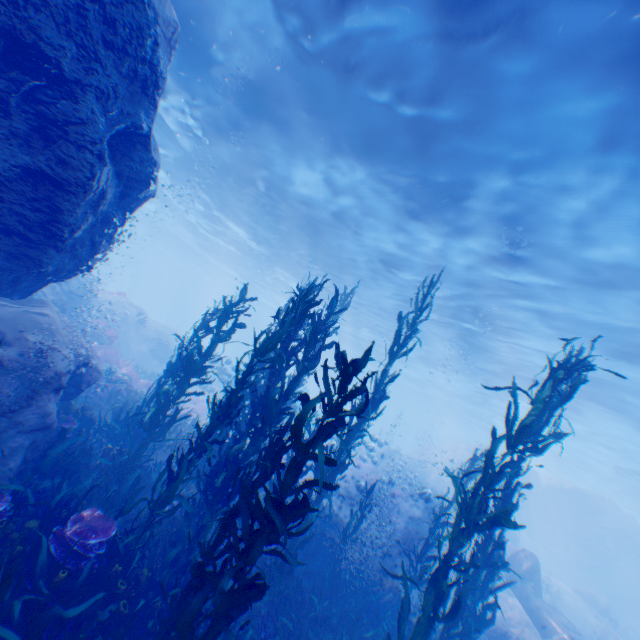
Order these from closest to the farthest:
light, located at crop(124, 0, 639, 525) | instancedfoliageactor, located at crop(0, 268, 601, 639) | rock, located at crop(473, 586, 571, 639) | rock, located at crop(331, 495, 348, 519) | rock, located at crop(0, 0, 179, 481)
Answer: instancedfoliageactor, located at crop(0, 268, 601, 639) → rock, located at crop(0, 0, 179, 481) → light, located at crop(124, 0, 639, 525) → rock, located at crop(473, 586, 571, 639) → rock, located at crop(331, 495, 348, 519)

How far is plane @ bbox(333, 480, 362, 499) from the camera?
18.8 meters

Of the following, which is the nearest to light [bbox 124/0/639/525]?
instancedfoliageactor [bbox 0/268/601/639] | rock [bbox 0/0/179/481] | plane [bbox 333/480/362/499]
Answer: rock [bbox 0/0/179/481]

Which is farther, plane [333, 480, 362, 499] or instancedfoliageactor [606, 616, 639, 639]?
instancedfoliageactor [606, 616, 639, 639]

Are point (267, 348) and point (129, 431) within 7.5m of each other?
yes

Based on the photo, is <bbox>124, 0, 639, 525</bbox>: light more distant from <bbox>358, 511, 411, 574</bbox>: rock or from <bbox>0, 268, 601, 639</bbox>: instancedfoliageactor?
<bbox>0, 268, 601, 639</bbox>: instancedfoliageactor

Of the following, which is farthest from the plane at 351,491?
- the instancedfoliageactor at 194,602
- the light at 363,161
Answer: the light at 363,161

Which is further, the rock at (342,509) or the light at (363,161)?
the rock at (342,509)
